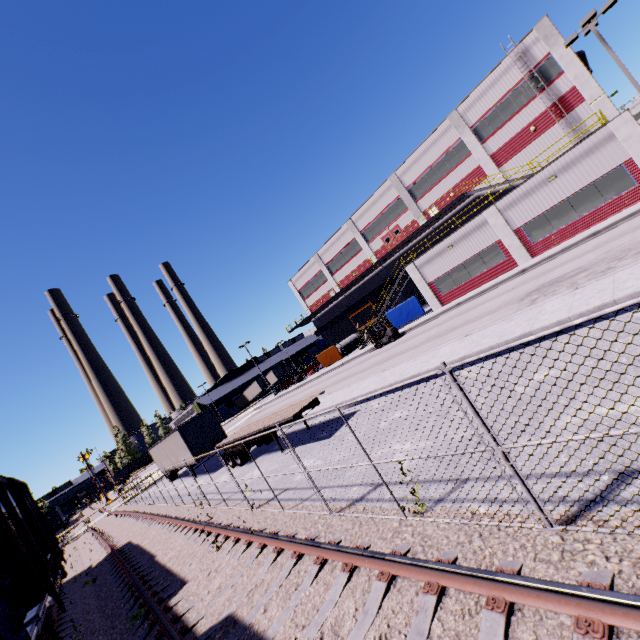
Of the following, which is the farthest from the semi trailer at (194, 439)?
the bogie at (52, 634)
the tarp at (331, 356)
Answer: the bogie at (52, 634)

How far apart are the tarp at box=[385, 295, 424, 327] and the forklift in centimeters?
328cm

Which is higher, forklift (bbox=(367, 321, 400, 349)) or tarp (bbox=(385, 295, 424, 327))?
tarp (bbox=(385, 295, 424, 327))

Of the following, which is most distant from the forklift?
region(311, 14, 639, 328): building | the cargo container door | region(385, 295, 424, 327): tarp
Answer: the cargo container door

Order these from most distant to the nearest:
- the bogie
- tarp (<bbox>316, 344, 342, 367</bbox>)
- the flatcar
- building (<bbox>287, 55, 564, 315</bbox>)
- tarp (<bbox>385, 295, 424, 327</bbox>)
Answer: tarp (<bbox>316, 344, 342, 367</bbox>) < tarp (<bbox>385, 295, 424, 327</bbox>) < building (<bbox>287, 55, 564, 315</bbox>) < the bogie < the flatcar

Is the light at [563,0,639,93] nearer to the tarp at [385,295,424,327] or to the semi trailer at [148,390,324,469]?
the semi trailer at [148,390,324,469]

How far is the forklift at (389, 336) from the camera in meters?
28.4

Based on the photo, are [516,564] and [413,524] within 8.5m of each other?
yes
